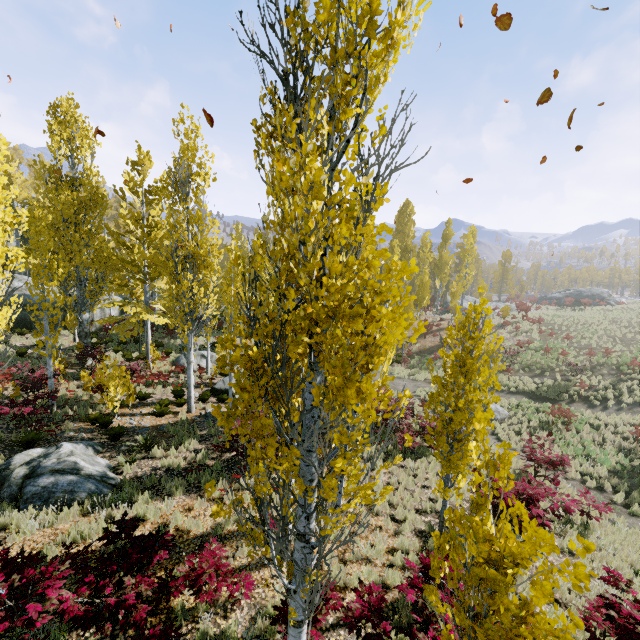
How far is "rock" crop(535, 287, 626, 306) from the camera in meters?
44.2

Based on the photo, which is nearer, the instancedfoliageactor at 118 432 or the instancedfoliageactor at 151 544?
the instancedfoliageactor at 151 544

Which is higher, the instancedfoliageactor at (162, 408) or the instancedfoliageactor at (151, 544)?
the instancedfoliageactor at (151, 544)

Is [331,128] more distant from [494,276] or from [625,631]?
[494,276]

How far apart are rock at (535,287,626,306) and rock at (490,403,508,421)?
37.9 meters

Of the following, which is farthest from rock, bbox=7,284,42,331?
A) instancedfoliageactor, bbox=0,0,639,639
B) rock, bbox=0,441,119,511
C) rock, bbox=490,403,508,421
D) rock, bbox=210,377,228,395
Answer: rock, bbox=490,403,508,421

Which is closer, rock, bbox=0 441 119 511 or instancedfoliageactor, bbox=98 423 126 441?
rock, bbox=0 441 119 511
